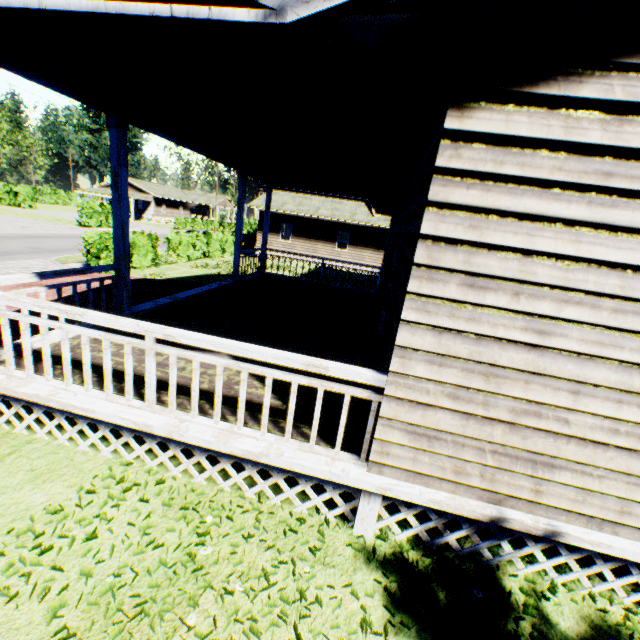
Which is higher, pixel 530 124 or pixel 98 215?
pixel 530 124
